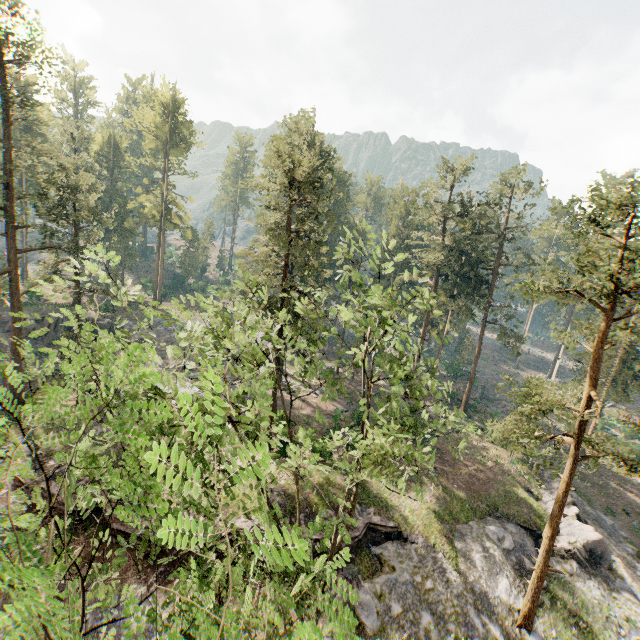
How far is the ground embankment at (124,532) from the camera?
18.8 meters

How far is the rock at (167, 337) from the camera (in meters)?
42.47

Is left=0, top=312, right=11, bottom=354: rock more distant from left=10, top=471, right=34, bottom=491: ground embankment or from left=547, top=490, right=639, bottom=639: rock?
left=547, top=490, right=639, bottom=639: rock

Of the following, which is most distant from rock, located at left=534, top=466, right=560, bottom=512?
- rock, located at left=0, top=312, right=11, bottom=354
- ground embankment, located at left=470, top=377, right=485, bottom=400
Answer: rock, located at left=0, top=312, right=11, bottom=354

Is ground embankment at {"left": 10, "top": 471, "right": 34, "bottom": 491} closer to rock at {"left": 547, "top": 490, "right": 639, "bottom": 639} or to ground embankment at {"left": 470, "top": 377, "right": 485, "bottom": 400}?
rock at {"left": 547, "top": 490, "right": 639, "bottom": 639}

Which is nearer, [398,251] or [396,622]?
[396,622]

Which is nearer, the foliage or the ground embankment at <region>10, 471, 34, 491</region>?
the foliage

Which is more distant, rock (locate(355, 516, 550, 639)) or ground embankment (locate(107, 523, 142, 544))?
ground embankment (locate(107, 523, 142, 544))
